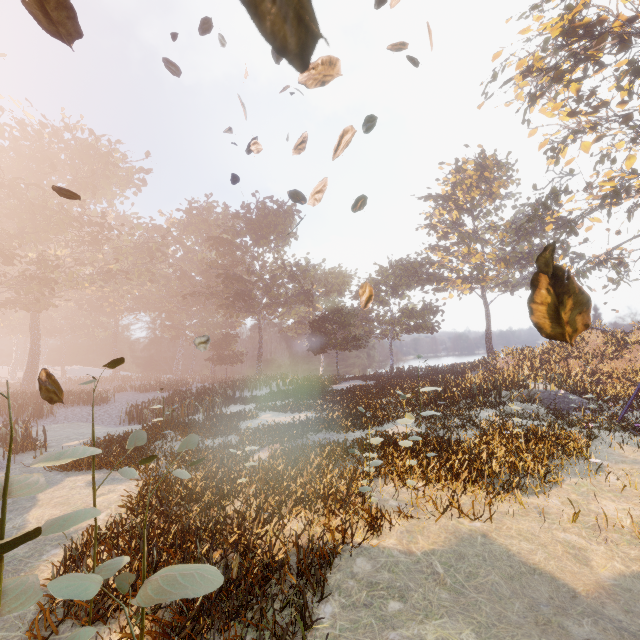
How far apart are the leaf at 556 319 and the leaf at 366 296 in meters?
1.3 m

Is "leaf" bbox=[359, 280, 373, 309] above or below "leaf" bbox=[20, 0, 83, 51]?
below

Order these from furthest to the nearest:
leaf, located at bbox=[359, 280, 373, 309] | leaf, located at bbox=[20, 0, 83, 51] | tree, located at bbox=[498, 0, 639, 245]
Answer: tree, located at bbox=[498, 0, 639, 245] → leaf, located at bbox=[359, 280, 373, 309] → leaf, located at bbox=[20, 0, 83, 51]

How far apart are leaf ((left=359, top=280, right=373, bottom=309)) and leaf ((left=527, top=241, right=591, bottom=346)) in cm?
125

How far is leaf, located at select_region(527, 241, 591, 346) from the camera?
1.28m

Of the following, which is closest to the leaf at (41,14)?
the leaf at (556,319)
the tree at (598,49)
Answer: the leaf at (556,319)

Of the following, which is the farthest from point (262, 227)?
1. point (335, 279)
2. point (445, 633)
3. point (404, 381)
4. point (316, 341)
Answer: point (445, 633)

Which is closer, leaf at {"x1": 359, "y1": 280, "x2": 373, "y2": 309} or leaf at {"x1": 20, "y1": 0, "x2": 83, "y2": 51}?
leaf at {"x1": 20, "y1": 0, "x2": 83, "y2": 51}
